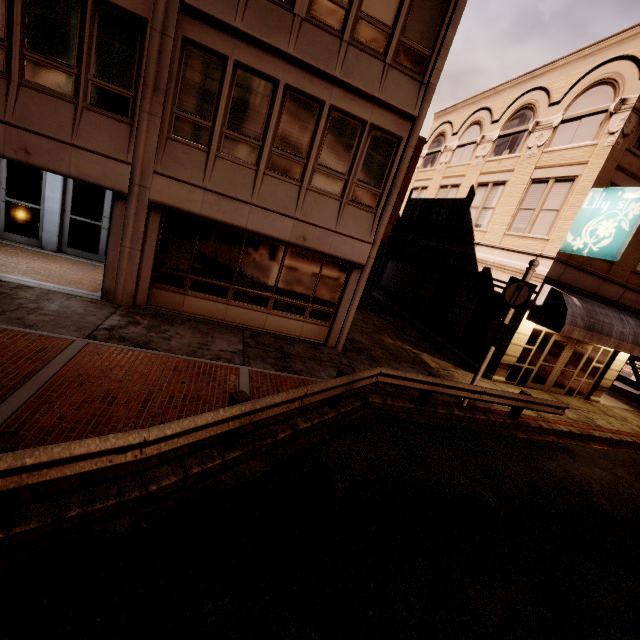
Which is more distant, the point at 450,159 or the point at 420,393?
the point at 450,159

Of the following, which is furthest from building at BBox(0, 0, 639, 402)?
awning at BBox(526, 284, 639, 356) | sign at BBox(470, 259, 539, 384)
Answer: sign at BBox(470, 259, 539, 384)

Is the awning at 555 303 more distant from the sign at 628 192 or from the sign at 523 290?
the sign at 523 290

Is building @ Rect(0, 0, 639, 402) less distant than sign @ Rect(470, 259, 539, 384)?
Yes

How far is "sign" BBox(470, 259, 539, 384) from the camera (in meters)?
8.91

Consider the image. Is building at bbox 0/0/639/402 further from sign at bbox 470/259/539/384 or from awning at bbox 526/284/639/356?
sign at bbox 470/259/539/384

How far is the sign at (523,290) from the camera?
8.9 meters
